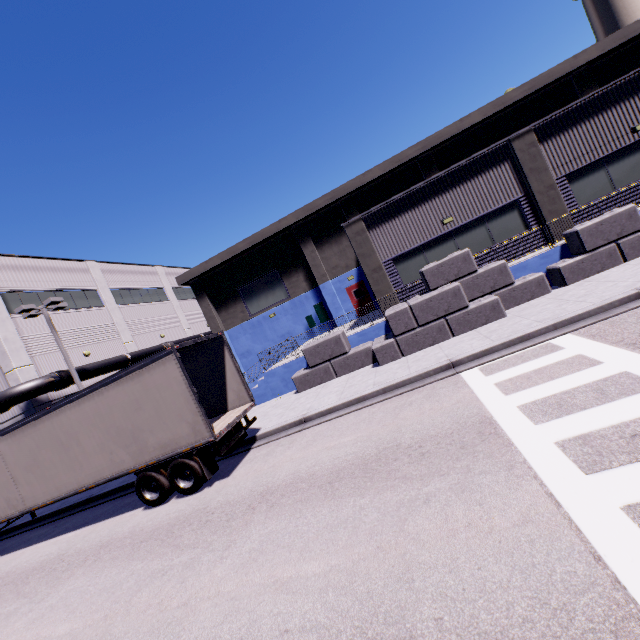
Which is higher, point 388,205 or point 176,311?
point 176,311

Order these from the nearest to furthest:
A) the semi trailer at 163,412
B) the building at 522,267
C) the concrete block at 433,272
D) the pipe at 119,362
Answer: the semi trailer at 163,412 < the concrete block at 433,272 < the building at 522,267 < the pipe at 119,362

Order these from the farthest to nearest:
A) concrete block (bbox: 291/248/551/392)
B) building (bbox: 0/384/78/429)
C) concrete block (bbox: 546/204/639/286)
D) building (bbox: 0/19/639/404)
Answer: building (bbox: 0/384/78/429) < building (bbox: 0/19/639/404) < concrete block (bbox: 291/248/551/392) < concrete block (bbox: 546/204/639/286)

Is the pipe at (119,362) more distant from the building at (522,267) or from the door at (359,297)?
the door at (359,297)

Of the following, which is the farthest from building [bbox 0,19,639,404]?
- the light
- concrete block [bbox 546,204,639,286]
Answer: the light

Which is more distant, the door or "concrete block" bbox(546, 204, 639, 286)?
the door

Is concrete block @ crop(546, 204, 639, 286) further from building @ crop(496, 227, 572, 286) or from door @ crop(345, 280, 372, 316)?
door @ crop(345, 280, 372, 316)

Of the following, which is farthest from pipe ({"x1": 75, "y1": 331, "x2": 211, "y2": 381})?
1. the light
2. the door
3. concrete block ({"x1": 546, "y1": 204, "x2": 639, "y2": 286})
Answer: the door
